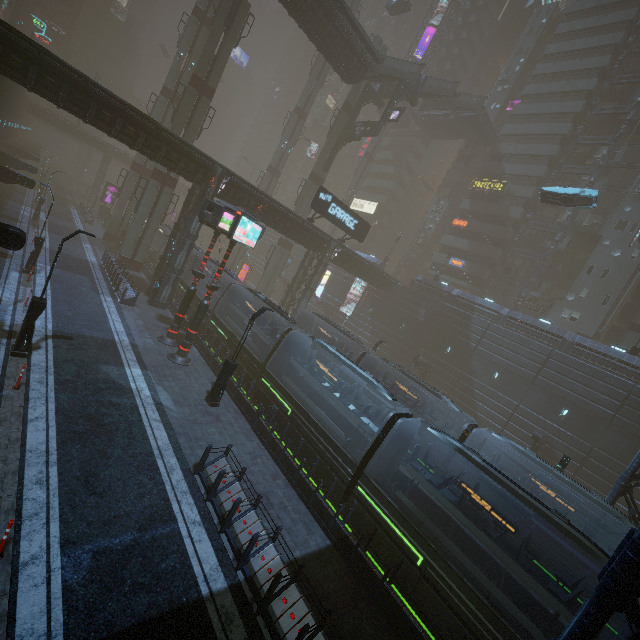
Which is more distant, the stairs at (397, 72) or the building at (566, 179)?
the building at (566, 179)

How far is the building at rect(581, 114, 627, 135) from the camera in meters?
41.5

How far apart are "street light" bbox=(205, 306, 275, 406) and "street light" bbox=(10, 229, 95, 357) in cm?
707

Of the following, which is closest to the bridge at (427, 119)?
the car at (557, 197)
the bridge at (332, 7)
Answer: the car at (557, 197)

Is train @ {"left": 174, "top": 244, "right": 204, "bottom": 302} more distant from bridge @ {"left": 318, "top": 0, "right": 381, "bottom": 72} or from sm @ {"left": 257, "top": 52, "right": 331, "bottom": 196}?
bridge @ {"left": 318, "top": 0, "right": 381, "bottom": 72}

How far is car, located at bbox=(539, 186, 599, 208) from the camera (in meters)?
27.39

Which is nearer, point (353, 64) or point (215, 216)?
point (215, 216)

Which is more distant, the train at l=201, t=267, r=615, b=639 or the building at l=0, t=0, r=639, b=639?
the building at l=0, t=0, r=639, b=639
